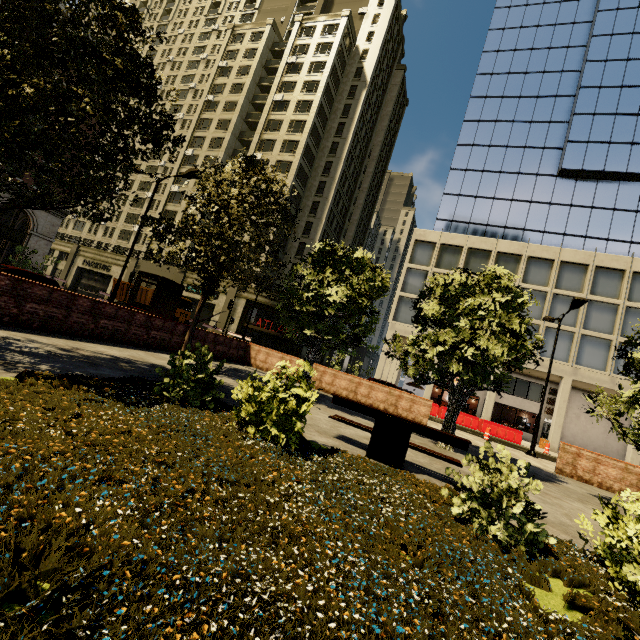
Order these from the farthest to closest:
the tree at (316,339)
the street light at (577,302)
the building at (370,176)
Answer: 1. the building at (370,176)
2. the street light at (577,302)
3. the tree at (316,339)

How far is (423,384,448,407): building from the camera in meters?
29.0

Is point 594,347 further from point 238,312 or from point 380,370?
point 238,312

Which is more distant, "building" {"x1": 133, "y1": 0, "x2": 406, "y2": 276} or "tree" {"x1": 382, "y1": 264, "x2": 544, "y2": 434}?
"building" {"x1": 133, "y1": 0, "x2": 406, "y2": 276}

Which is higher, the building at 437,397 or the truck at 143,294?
the truck at 143,294

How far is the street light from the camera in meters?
15.5 m

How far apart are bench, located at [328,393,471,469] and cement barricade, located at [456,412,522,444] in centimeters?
1901cm

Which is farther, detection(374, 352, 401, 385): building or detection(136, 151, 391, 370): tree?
detection(374, 352, 401, 385): building
